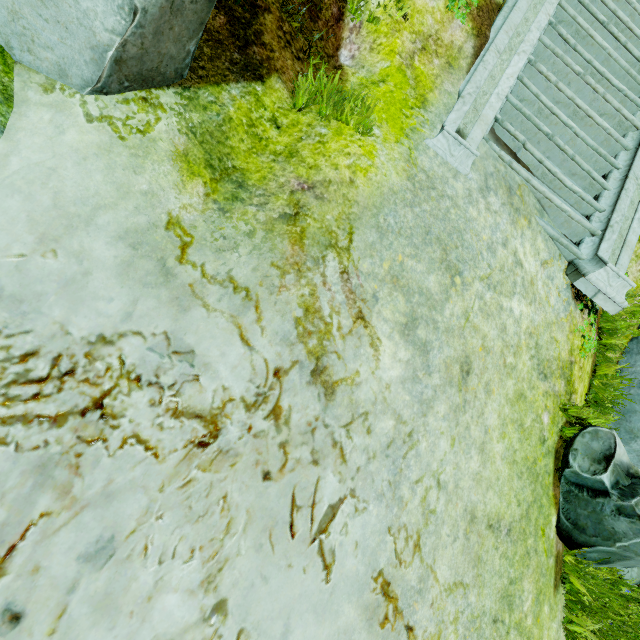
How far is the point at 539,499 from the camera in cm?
342

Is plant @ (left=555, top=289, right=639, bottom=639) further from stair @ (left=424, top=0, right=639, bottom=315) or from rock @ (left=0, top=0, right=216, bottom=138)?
rock @ (left=0, top=0, right=216, bottom=138)

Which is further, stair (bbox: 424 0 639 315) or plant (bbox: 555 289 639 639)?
stair (bbox: 424 0 639 315)

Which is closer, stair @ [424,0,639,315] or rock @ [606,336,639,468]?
stair @ [424,0,639,315]

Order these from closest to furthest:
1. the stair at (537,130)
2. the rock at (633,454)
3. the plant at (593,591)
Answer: the plant at (593,591)
the stair at (537,130)
the rock at (633,454)

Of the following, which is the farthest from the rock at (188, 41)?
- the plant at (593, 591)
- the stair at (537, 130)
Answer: the plant at (593, 591)

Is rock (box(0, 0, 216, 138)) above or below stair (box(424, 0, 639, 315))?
below
